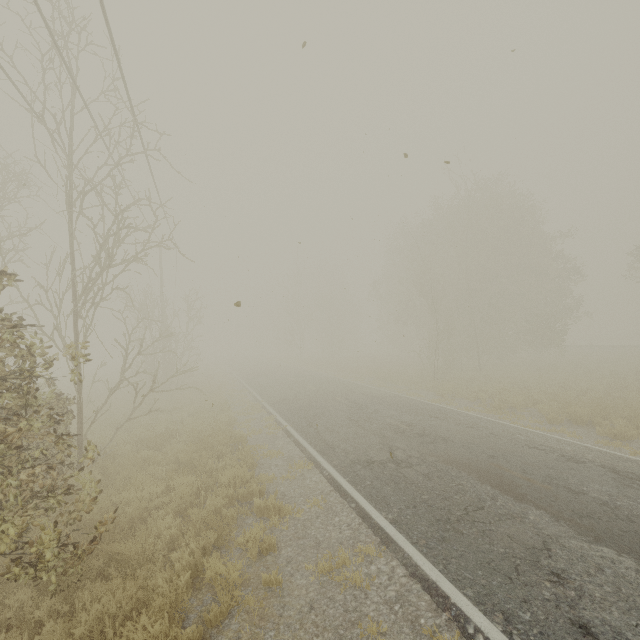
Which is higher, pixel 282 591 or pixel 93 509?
pixel 93 509
